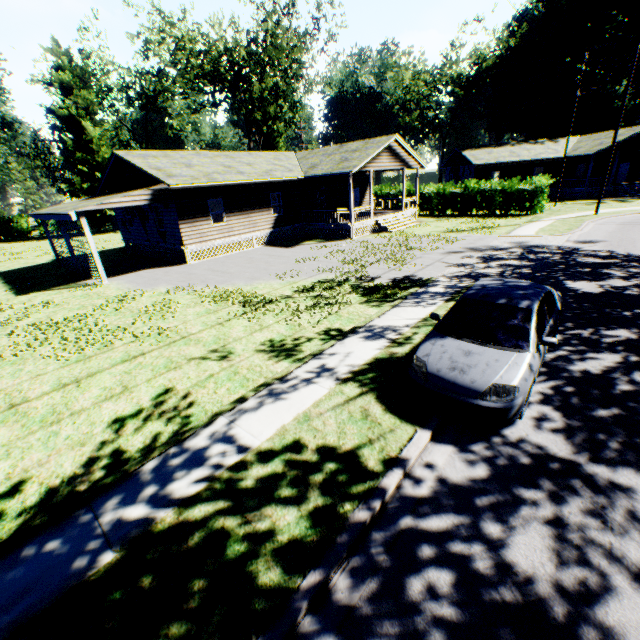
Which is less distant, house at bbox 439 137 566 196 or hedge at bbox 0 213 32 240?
house at bbox 439 137 566 196

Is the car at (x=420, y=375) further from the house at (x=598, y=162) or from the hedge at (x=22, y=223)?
the hedge at (x=22, y=223)

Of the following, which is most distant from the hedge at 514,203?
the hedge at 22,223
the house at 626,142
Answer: the hedge at 22,223

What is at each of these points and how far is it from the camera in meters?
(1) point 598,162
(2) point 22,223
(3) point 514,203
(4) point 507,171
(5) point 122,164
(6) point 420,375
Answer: (1) house, 38.0 m
(2) hedge, 46.1 m
(3) hedge, 27.3 m
(4) house, 38.6 m
(5) house, 20.8 m
(6) car, 5.7 m

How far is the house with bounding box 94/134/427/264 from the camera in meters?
19.1

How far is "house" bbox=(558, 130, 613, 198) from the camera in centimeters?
3406cm

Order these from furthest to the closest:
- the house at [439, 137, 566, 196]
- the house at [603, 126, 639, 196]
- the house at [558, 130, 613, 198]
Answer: the house at [439, 137, 566, 196] < the house at [558, 130, 613, 198] < the house at [603, 126, 639, 196]

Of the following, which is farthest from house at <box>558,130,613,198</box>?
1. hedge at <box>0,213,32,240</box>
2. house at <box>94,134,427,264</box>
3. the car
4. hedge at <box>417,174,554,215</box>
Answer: hedge at <box>0,213,32,240</box>
